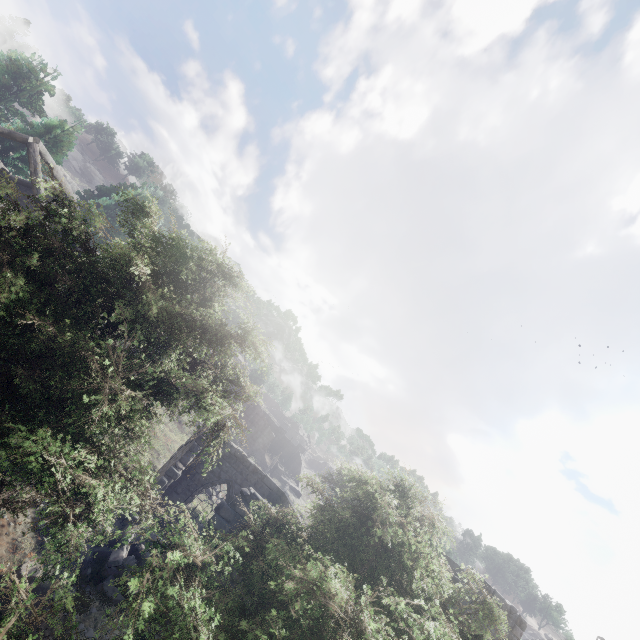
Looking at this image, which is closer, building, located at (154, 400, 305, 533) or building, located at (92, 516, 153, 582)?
building, located at (92, 516, 153, 582)

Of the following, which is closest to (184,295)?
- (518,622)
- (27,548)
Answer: (27,548)

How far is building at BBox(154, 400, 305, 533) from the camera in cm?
1131

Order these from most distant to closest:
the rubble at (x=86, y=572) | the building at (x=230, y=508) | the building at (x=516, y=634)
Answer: the building at (x=516, y=634), the building at (x=230, y=508), the rubble at (x=86, y=572)

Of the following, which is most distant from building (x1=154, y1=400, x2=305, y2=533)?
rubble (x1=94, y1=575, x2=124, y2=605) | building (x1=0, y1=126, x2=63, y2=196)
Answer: rubble (x1=94, y1=575, x2=124, y2=605)

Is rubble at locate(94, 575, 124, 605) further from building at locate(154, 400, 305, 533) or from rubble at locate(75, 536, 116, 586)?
building at locate(154, 400, 305, 533)

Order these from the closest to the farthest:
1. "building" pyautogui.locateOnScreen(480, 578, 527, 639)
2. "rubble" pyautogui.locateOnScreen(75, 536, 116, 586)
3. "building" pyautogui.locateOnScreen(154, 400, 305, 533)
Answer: "rubble" pyautogui.locateOnScreen(75, 536, 116, 586) → "building" pyautogui.locateOnScreen(154, 400, 305, 533) → "building" pyautogui.locateOnScreen(480, 578, 527, 639)

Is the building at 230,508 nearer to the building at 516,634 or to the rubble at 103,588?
the building at 516,634
